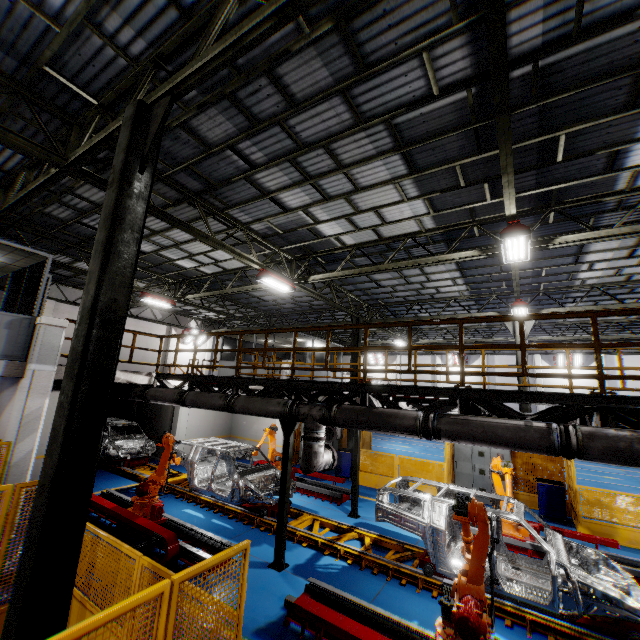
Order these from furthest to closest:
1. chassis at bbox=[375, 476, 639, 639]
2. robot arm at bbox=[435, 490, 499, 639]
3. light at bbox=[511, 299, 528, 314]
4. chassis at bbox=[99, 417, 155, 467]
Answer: chassis at bbox=[99, 417, 155, 467]
light at bbox=[511, 299, 528, 314]
chassis at bbox=[375, 476, 639, 639]
robot arm at bbox=[435, 490, 499, 639]

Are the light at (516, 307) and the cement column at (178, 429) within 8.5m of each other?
no

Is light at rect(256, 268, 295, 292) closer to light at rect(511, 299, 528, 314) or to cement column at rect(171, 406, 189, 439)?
cement column at rect(171, 406, 189, 439)

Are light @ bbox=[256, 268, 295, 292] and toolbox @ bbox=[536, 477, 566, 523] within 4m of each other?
no

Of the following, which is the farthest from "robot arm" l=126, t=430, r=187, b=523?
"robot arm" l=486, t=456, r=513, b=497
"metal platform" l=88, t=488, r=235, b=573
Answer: "robot arm" l=486, t=456, r=513, b=497

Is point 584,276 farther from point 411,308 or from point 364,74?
point 364,74

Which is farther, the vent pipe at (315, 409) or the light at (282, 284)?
the light at (282, 284)

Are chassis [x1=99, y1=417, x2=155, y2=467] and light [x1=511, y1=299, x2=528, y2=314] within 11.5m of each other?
no
